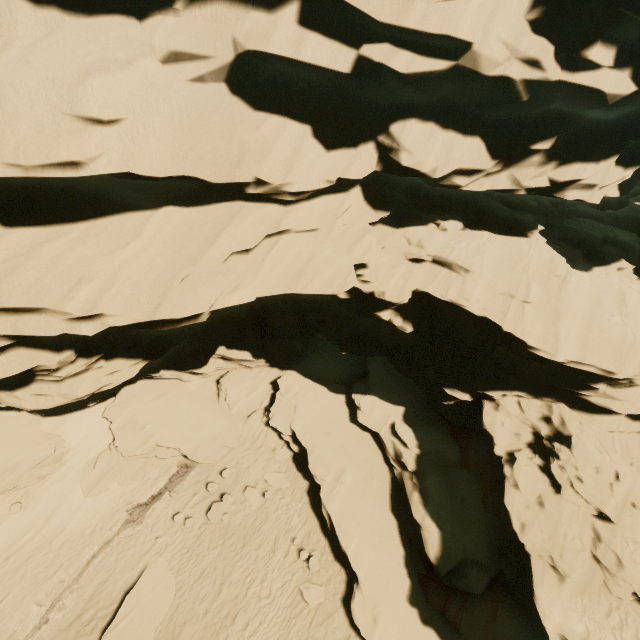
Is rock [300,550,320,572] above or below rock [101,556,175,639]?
Result: above

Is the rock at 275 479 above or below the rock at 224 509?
above

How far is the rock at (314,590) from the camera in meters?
12.3 m

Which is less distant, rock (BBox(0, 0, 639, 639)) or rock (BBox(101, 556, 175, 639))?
rock (BBox(0, 0, 639, 639))

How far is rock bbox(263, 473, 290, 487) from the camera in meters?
15.9 m

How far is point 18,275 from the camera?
7.1 meters

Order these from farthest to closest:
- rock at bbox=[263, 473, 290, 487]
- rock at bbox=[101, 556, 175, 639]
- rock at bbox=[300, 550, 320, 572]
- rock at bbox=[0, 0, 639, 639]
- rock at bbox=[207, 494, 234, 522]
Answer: rock at bbox=[263, 473, 290, 487] < rock at bbox=[207, 494, 234, 522] < rock at bbox=[300, 550, 320, 572] < rock at bbox=[101, 556, 175, 639] < rock at bbox=[0, 0, 639, 639]
